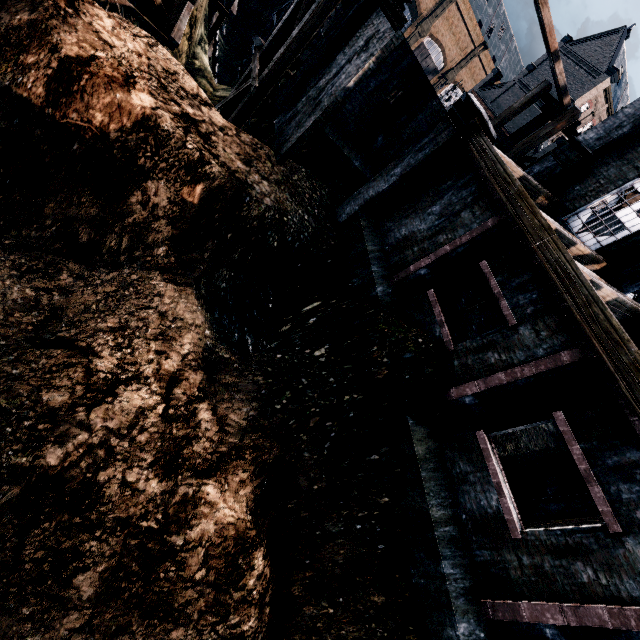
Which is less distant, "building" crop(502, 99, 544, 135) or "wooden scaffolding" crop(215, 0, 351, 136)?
"wooden scaffolding" crop(215, 0, 351, 136)

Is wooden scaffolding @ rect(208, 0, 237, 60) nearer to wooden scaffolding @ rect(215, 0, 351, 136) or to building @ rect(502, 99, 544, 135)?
wooden scaffolding @ rect(215, 0, 351, 136)

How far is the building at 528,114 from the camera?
39.6m

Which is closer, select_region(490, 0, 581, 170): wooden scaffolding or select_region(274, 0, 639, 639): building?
select_region(274, 0, 639, 639): building

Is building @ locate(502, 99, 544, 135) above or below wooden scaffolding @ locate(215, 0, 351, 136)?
above

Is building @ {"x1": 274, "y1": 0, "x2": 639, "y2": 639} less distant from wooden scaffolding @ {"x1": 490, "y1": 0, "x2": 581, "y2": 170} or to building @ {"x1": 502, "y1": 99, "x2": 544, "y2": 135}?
wooden scaffolding @ {"x1": 490, "y1": 0, "x2": 581, "y2": 170}

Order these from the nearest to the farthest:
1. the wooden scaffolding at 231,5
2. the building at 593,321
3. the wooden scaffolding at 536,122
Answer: the building at 593,321 < the wooden scaffolding at 536,122 < the wooden scaffolding at 231,5

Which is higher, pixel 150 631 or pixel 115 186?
pixel 115 186
